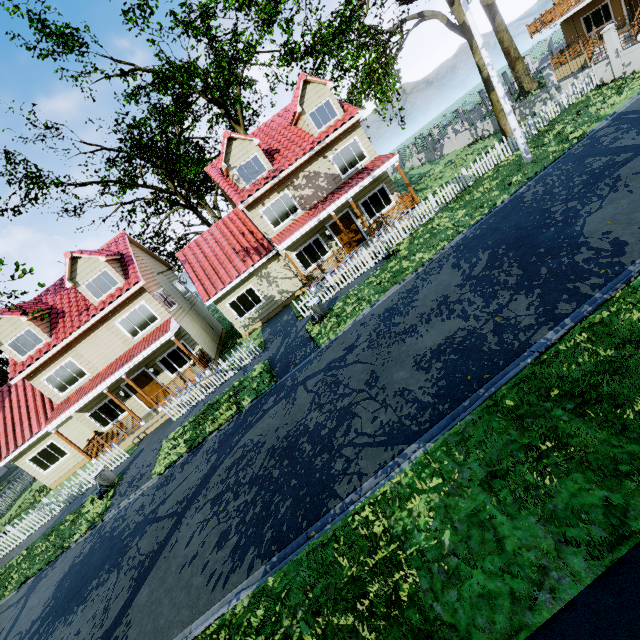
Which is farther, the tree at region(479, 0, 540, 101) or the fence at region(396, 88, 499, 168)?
the tree at region(479, 0, 540, 101)

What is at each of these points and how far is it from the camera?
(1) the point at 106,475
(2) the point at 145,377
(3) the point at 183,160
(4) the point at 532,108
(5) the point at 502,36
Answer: (1) trash can, 14.1m
(2) door, 18.8m
(3) tree, 31.1m
(4) fence, 20.8m
(5) tree, 27.3m

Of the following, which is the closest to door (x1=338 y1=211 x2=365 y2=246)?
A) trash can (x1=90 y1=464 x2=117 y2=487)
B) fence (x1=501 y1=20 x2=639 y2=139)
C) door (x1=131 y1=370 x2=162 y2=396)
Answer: fence (x1=501 y1=20 x2=639 y2=139)

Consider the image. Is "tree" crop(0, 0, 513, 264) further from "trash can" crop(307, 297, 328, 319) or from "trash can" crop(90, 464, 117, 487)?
"trash can" crop(307, 297, 328, 319)

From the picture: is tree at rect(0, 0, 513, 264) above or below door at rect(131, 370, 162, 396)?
above

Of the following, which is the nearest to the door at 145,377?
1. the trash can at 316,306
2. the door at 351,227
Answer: the trash can at 316,306

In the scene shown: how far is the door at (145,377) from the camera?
18.7 meters

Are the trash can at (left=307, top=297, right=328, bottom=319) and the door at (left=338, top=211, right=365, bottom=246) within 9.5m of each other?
yes
